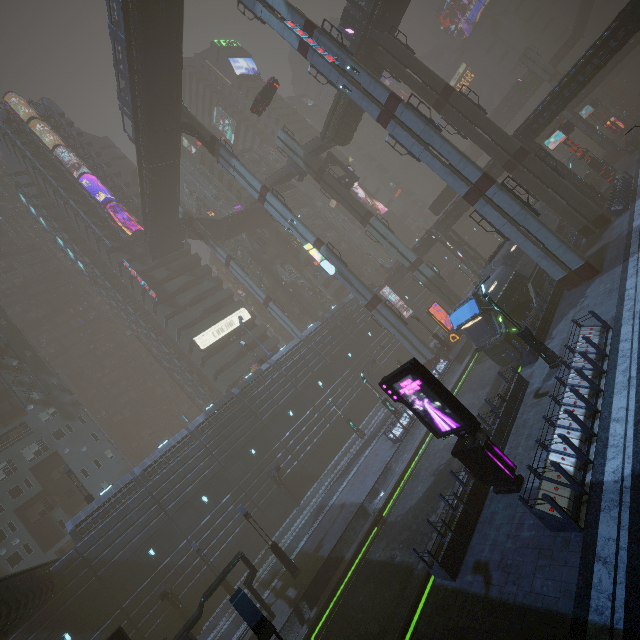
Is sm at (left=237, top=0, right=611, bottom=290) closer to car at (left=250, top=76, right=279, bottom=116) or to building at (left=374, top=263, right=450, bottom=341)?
building at (left=374, top=263, right=450, bottom=341)

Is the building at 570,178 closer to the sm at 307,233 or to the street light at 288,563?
the sm at 307,233

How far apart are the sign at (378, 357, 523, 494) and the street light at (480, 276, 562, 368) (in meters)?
6.78

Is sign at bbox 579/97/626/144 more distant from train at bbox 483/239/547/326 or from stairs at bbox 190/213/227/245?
stairs at bbox 190/213/227/245

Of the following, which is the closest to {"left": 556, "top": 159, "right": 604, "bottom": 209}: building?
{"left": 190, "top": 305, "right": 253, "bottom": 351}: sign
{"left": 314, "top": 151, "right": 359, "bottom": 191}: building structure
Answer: {"left": 190, "top": 305, "right": 253, "bottom": 351}: sign

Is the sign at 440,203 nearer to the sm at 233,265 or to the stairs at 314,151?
the stairs at 314,151

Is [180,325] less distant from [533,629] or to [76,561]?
[76,561]

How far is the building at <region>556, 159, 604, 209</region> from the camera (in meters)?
33.17
